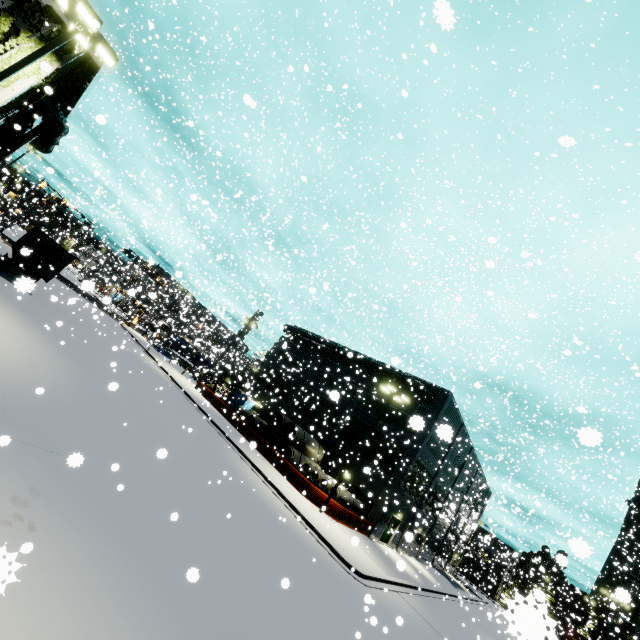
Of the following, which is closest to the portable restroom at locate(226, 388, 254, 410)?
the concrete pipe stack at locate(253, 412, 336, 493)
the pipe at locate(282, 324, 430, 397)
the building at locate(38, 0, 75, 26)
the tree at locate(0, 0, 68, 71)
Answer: the building at locate(38, 0, 75, 26)

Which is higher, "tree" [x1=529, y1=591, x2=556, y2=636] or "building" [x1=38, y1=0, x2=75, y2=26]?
"building" [x1=38, y1=0, x2=75, y2=26]

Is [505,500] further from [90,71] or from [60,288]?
[60,288]

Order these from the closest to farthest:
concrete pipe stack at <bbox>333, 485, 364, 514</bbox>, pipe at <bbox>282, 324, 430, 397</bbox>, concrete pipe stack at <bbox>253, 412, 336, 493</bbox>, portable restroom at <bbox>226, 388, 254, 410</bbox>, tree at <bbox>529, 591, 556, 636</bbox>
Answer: tree at <bbox>529, 591, 556, 636</bbox>, concrete pipe stack at <bbox>333, 485, 364, 514</bbox>, concrete pipe stack at <bbox>253, 412, 336, 493</bbox>, pipe at <bbox>282, 324, 430, 397</bbox>, portable restroom at <bbox>226, 388, 254, 410</bbox>

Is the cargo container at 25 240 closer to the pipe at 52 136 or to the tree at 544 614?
the pipe at 52 136

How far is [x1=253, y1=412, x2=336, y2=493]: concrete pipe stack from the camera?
26.3m

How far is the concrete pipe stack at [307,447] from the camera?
26.34m

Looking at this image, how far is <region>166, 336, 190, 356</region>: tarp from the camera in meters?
47.5
